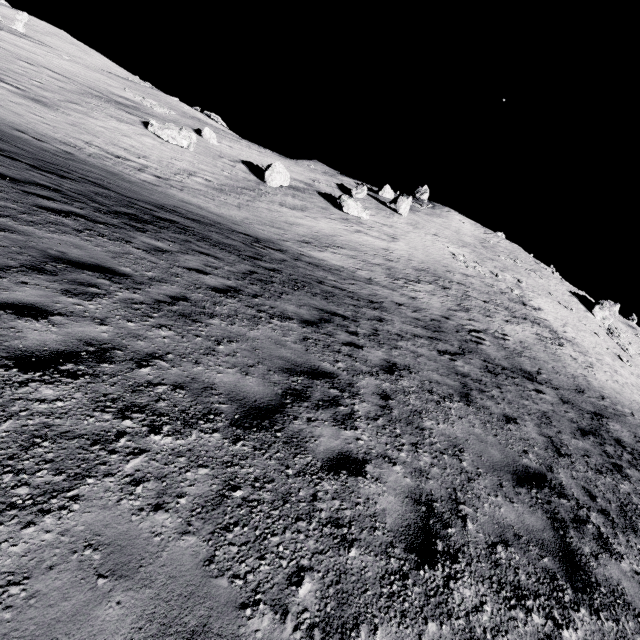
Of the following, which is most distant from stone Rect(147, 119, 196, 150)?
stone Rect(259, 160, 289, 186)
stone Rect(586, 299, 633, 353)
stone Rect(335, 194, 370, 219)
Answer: stone Rect(586, 299, 633, 353)

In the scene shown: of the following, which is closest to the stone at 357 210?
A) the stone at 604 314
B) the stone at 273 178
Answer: the stone at 273 178

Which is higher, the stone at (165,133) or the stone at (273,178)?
the stone at (273,178)

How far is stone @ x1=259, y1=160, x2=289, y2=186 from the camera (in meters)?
28.53

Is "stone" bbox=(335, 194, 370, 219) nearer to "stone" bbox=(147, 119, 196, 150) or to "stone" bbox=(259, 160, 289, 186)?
"stone" bbox=(259, 160, 289, 186)

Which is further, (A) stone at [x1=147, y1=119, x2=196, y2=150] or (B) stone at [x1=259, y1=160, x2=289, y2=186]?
(B) stone at [x1=259, y1=160, x2=289, y2=186]

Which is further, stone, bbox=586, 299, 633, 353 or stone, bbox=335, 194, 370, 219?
stone, bbox=586, 299, 633, 353

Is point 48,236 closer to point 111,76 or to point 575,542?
point 575,542
